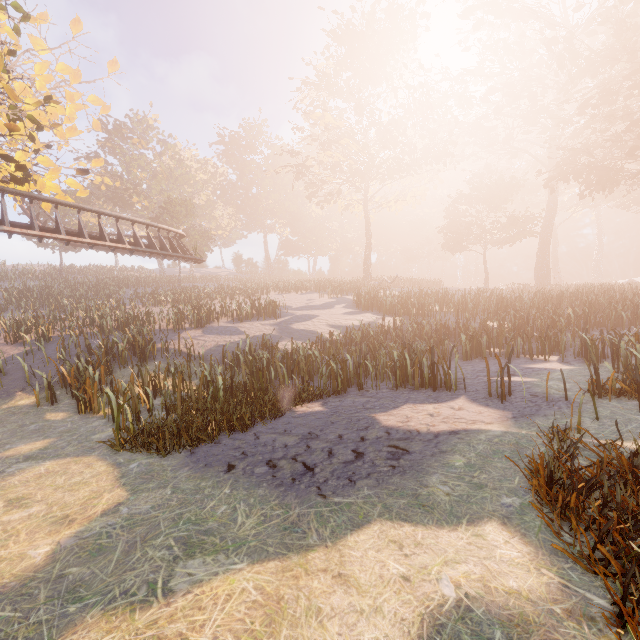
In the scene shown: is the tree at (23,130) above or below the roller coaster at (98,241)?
above

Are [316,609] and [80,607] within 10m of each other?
yes

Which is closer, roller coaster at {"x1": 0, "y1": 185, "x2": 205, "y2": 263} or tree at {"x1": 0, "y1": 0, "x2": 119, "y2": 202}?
tree at {"x1": 0, "y1": 0, "x2": 119, "y2": 202}

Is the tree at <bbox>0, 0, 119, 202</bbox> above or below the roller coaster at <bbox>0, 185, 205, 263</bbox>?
above

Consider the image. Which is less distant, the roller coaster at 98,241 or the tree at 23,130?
the tree at 23,130
